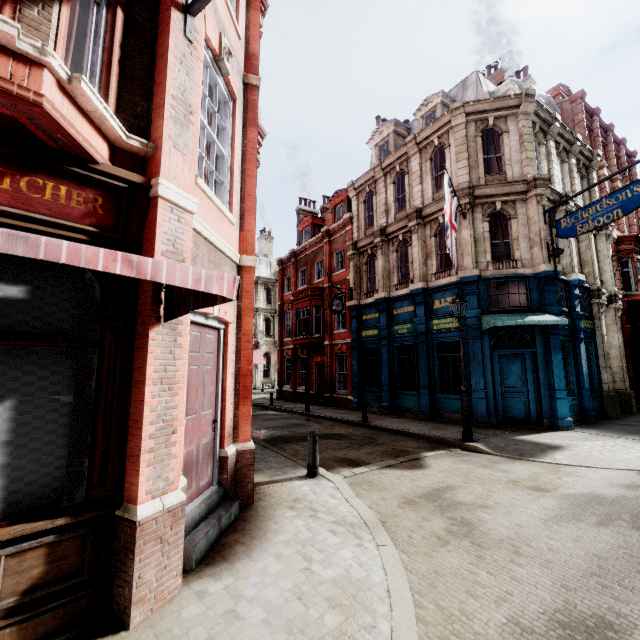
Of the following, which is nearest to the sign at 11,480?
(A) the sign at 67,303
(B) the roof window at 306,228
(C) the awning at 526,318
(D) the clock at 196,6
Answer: (A) the sign at 67,303

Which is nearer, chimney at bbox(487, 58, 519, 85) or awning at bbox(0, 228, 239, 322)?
awning at bbox(0, 228, 239, 322)

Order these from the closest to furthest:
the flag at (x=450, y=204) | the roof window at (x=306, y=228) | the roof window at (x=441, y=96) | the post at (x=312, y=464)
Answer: Result: the post at (x=312, y=464), the flag at (x=450, y=204), the roof window at (x=441, y=96), the roof window at (x=306, y=228)

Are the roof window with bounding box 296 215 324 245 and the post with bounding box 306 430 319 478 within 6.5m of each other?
no

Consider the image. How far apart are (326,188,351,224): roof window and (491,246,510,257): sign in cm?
1069

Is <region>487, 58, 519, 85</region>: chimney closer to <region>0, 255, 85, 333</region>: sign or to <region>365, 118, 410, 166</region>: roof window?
<region>365, 118, 410, 166</region>: roof window

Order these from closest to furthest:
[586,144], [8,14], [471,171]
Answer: [8,14]
[471,171]
[586,144]

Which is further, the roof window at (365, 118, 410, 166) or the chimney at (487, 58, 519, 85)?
the chimney at (487, 58, 519, 85)
